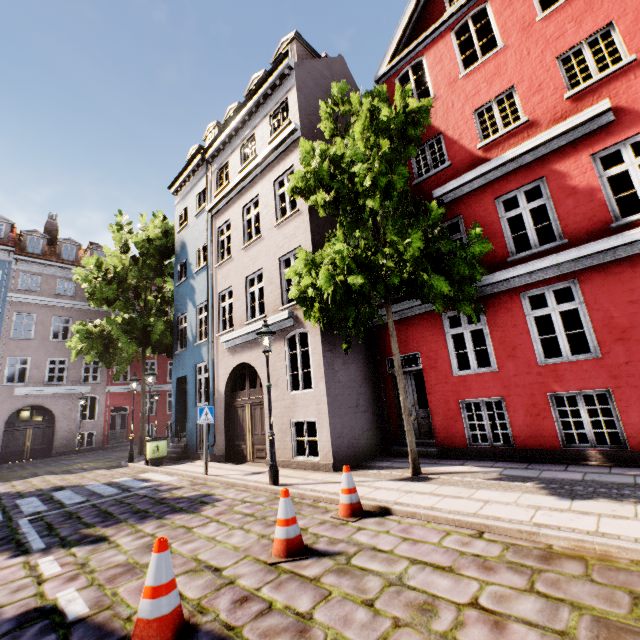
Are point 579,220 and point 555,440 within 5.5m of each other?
yes

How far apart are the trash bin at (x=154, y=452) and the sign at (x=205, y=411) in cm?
418

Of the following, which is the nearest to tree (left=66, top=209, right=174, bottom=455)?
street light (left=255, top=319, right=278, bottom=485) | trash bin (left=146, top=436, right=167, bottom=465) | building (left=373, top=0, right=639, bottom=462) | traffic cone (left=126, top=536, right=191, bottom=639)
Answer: building (left=373, top=0, right=639, bottom=462)

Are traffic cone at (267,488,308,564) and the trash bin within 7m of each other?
no

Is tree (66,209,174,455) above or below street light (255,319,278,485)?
above

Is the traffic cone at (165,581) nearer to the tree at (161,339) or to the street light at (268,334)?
the street light at (268,334)

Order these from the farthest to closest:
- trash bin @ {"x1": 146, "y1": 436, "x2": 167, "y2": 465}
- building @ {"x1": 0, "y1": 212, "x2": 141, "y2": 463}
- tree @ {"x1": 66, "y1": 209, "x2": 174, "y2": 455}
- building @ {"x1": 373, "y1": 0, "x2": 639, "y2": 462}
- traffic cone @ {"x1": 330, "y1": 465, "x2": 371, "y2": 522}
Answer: building @ {"x1": 0, "y1": 212, "x2": 141, "y2": 463}
tree @ {"x1": 66, "y1": 209, "x2": 174, "y2": 455}
trash bin @ {"x1": 146, "y1": 436, "x2": 167, "y2": 465}
building @ {"x1": 373, "y1": 0, "x2": 639, "y2": 462}
traffic cone @ {"x1": 330, "y1": 465, "x2": 371, "y2": 522}

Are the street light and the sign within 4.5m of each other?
yes
